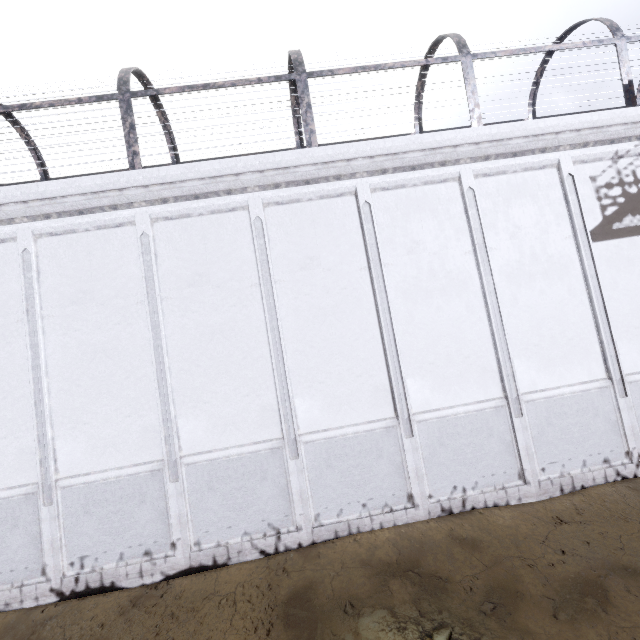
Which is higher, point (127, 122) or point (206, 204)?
point (127, 122)
